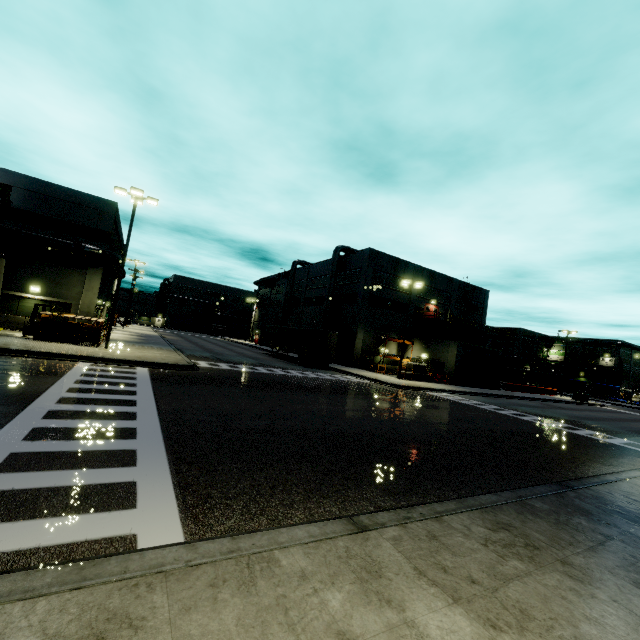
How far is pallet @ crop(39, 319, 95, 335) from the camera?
18.77m

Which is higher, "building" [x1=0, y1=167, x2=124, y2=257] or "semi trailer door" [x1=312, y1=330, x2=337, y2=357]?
"building" [x1=0, y1=167, x2=124, y2=257]

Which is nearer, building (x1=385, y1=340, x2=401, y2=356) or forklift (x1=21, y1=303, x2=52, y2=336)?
forklift (x1=21, y1=303, x2=52, y2=336)

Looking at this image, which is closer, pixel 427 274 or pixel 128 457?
pixel 128 457

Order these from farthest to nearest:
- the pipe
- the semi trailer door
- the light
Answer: the semi trailer door → the pipe → the light

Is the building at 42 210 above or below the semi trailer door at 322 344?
above

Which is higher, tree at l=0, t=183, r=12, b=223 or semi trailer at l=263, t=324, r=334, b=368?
tree at l=0, t=183, r=12, b=223

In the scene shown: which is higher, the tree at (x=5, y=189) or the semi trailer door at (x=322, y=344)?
the tree at (x=5, y=189)
